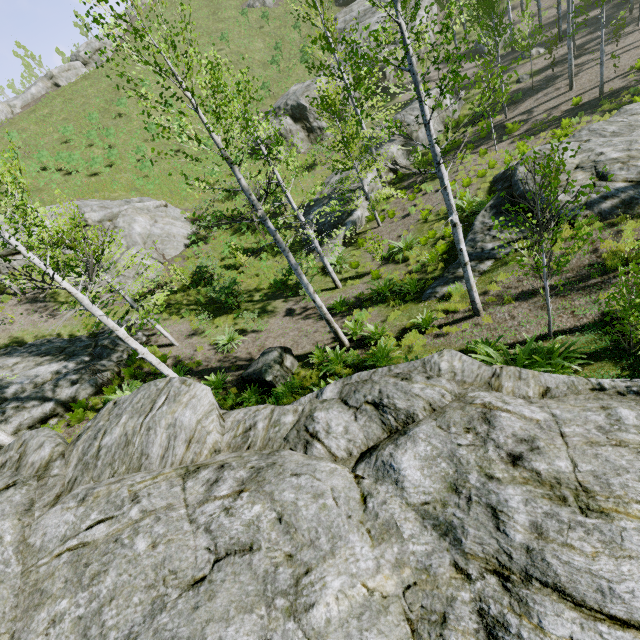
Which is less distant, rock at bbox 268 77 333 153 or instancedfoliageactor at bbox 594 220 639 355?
instancedfoliageactor at bbox 594 220 639 355

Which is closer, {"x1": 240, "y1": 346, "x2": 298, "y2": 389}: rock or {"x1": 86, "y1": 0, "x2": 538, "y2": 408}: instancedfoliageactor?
{"x1": 86, "y1": 0, "x2": 538, "y2": 408}: instancedfoliageactor

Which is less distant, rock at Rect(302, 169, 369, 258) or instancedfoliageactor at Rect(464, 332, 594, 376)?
instancedfoliageactor at Rect(464, 332, 594, 376)

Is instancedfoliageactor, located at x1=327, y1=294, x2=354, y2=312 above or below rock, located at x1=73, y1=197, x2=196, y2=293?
below

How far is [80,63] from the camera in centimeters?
4088cm

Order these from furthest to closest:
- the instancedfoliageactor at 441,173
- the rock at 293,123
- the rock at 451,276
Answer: the rock at 293,123
the rock at 451,276
the instancedfoliageactor at 441,173

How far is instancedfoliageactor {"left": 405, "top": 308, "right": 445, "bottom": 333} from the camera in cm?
912

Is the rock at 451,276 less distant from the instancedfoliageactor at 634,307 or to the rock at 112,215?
the instancedfoliageactor at 634,307
